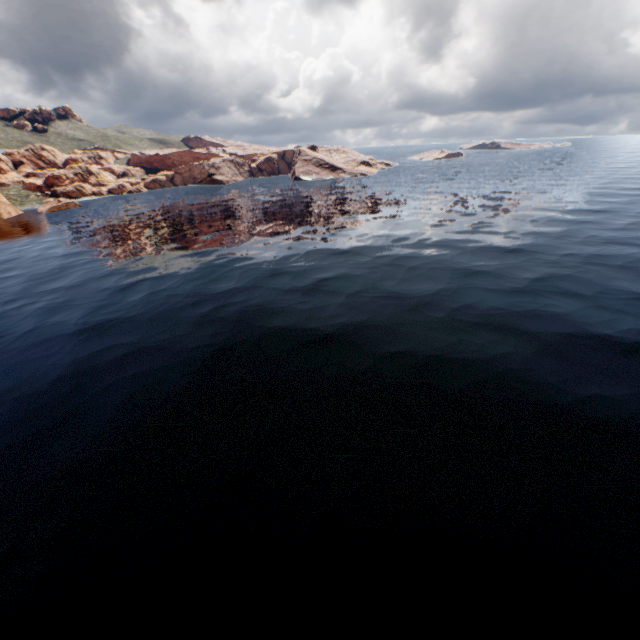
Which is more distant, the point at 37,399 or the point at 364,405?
the point at 37,399
